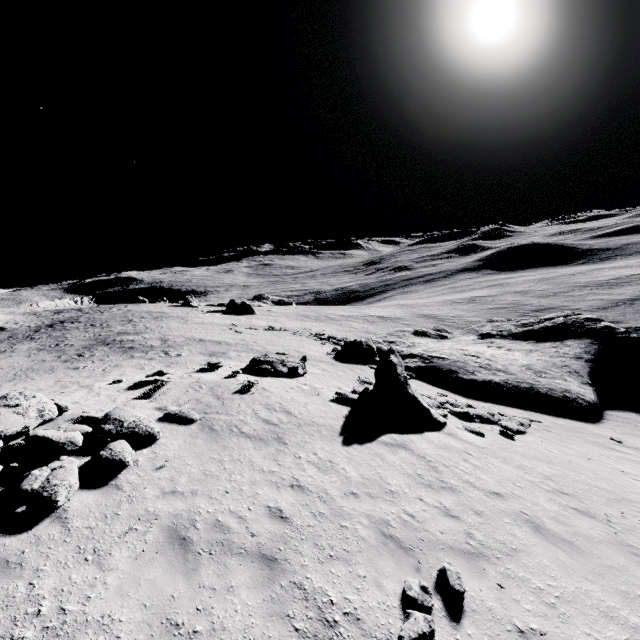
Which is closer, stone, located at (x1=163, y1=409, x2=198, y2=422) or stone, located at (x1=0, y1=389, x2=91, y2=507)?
stone, located at (x1=0, y1=389, x2=91, y2=507)

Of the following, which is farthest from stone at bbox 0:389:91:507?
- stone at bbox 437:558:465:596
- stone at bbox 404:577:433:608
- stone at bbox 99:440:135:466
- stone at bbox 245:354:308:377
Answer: stone at bbox 437:558:465:596

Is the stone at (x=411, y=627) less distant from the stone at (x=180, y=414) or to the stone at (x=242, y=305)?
the stone at (x=180, y=414)

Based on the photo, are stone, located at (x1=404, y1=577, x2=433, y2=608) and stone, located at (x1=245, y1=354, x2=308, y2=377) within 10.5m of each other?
no

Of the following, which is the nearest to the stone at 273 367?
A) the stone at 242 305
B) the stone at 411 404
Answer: the stone at 411 404

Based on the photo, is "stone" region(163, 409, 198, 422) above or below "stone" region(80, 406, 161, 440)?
below

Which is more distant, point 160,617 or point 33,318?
point 33,318

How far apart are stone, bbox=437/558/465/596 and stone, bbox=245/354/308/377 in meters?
11.4 m
